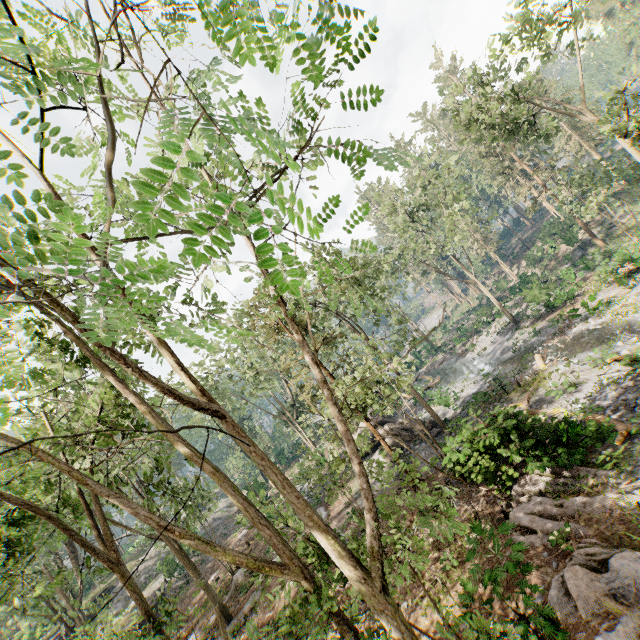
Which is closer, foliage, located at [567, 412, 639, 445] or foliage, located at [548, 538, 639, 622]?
foliage, located at [548, 538, 639, 622]

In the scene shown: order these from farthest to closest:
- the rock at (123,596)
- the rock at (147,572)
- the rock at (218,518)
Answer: the rock at (218,518) → the rock at (147,572) → the rock at (123,596)

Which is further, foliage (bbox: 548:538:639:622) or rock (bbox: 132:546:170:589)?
rock (bbox: 132:546:170:589)

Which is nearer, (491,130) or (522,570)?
(522,570)

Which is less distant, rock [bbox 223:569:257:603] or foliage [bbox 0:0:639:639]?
foliage [bbox 0:0:639:639]

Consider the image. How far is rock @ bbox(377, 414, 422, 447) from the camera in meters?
24.2 m

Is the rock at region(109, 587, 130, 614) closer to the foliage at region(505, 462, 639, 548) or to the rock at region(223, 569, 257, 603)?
the foliage at region(505, 462, 639, 548)

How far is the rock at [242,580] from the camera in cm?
2195
